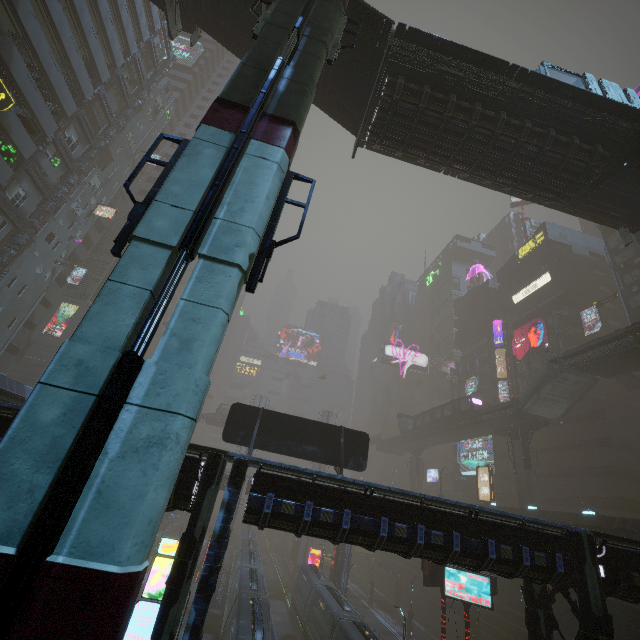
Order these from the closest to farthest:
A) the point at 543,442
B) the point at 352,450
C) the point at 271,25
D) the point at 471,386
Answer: the point at 271,25 < the point at 352,450 < the point at 543,442 < the point at 471,386

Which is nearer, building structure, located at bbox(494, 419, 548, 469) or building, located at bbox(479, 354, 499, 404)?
building structure, located at bbox(494, 419, 548, 469)

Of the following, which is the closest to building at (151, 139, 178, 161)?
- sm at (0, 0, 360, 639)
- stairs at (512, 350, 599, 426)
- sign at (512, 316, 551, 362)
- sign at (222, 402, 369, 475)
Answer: sm at (0, 0, 360, 639)

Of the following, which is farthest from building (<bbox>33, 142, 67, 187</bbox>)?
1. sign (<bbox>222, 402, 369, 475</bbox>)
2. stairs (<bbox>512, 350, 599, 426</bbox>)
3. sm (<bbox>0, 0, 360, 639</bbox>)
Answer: stairs (<bbox>512, 350, 599, 426</bbox>)

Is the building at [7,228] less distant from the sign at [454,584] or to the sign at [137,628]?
the sign at [137,628]

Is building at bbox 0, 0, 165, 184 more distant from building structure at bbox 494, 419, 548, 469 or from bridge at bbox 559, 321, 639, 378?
building structure at bbox 494, 419, 548, 469

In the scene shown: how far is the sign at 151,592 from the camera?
11.0m

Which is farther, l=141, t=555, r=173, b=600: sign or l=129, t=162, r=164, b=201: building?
l=129, t=162, r=164, b=201: building
